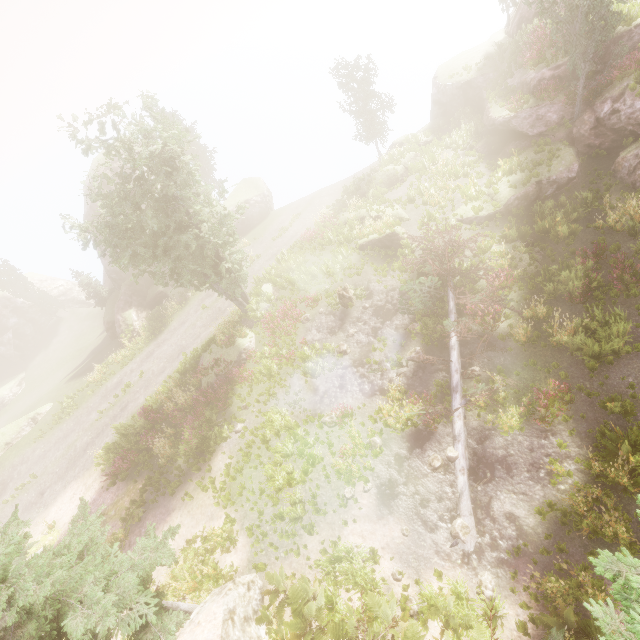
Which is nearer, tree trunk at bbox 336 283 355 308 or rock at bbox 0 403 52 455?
tree trunk at bbox 336 283 355 308

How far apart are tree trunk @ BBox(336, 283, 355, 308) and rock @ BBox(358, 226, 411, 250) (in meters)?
3.48

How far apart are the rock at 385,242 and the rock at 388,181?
6.21m

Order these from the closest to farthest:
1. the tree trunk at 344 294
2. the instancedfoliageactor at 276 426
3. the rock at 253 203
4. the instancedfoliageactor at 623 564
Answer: the instancedfoliageactor at 623 564
the instancedfoliageactor at 276 426
the tree trunk at 344 294
the rock at 253 203

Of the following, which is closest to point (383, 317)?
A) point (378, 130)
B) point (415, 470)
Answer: point (415, 470)

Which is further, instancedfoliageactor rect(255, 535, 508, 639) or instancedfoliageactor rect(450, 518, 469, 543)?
instancedfoliageactor rect(450, 518, 469, 543)

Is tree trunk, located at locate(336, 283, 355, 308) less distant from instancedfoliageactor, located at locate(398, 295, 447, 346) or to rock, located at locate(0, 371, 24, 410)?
instancedfoliageactor, located at locate(398, 295, 447, 346)

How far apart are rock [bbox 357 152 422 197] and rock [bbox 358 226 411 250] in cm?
621
